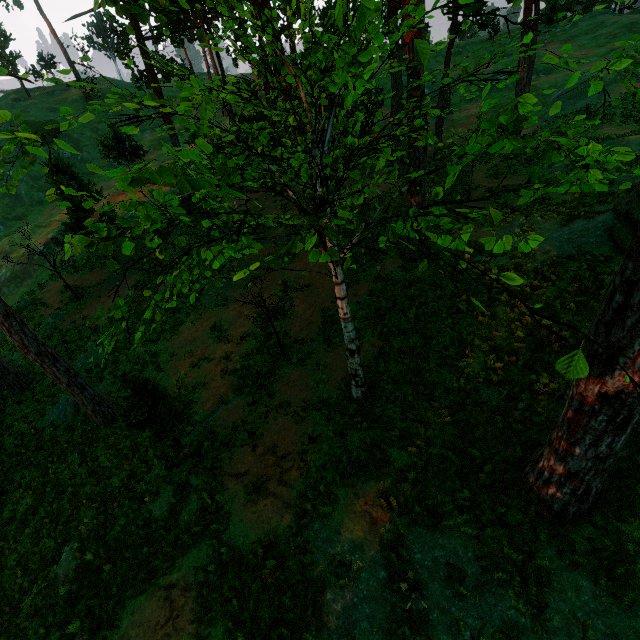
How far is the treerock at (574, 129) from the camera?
4.80m

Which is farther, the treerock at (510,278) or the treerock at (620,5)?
the treerock at (620,5)

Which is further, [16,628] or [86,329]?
[86,329]

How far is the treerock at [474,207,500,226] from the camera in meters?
5.5

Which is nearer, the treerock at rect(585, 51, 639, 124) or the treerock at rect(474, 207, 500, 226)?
the treerock at rect(585, 51, 639, 124)
